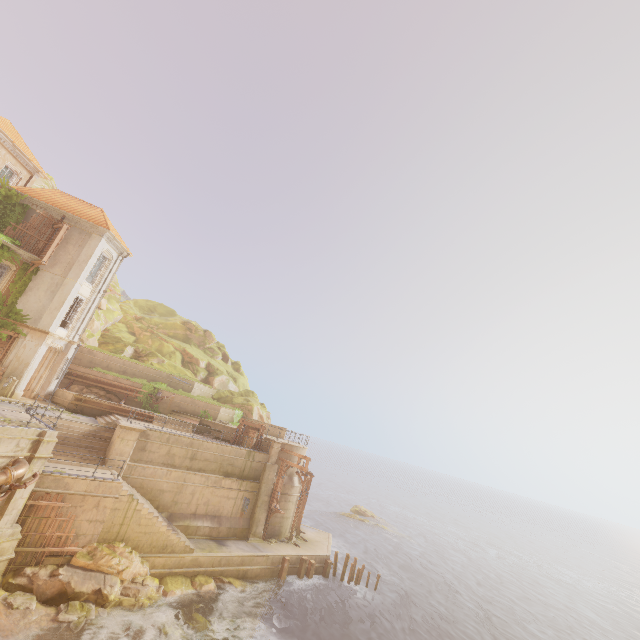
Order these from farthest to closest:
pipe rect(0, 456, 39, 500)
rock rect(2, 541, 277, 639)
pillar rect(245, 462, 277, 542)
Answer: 1. pillar rect(245, 462, 277, 542)
2. rock rect(2, 541, 277, 639)
3. pipe rect(0, 456, 39, 500)

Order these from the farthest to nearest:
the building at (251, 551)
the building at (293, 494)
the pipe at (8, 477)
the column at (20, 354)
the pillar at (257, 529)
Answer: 1. the building at (293, 494)
2. the pillar at (257, 529)
3. the column at (20, 354)
4. the building at (251, 551)
5. the pipe at (8, 477)

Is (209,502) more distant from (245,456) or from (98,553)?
(98,553)

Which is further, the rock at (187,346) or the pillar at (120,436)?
the rock at (187,346)

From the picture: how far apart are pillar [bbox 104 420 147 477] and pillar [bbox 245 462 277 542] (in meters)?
9.62

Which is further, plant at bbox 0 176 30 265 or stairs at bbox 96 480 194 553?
plant at bbox 0 176 30 265

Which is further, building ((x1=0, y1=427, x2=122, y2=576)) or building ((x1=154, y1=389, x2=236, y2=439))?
building ((x1=154, y1=389, x2=236, y2=439))

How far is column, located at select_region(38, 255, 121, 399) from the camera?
23.0m
